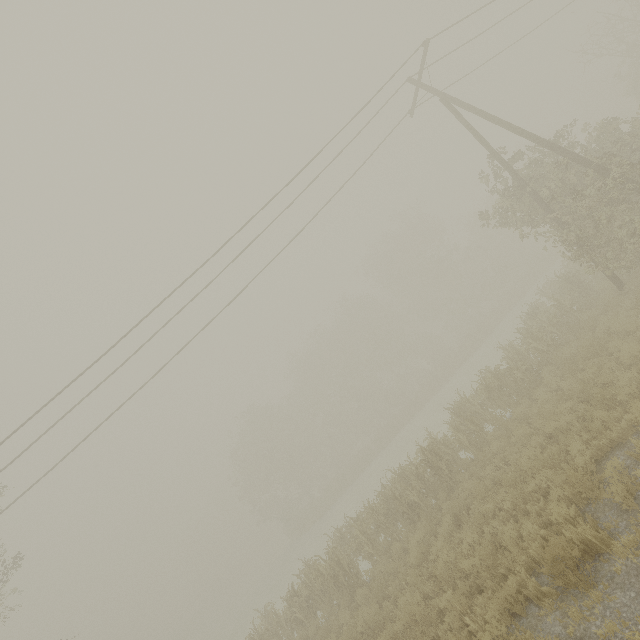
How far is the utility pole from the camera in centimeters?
1116cm

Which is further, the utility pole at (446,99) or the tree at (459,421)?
the tree at (459,421)

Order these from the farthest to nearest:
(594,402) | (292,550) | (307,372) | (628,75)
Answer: (307,372)
(292,550)
(628,75)
(594,402)

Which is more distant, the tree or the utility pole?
the tree

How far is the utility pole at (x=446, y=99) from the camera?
11.2m
